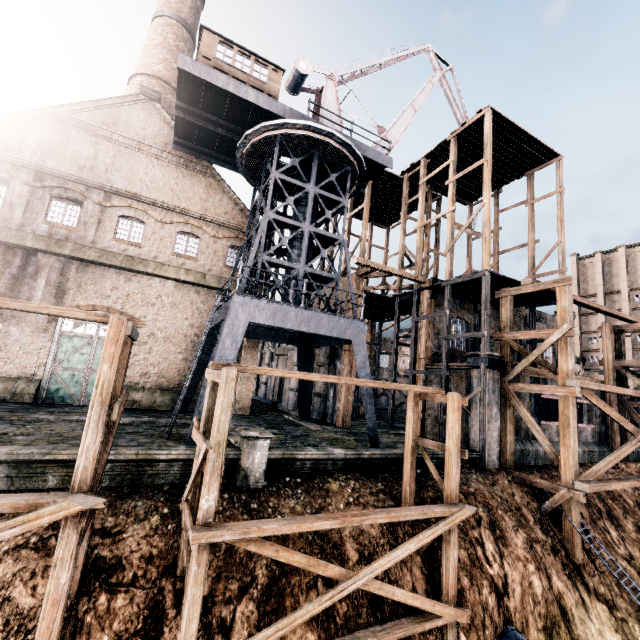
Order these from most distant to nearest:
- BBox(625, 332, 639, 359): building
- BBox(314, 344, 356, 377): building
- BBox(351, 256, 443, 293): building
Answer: BBox(625, 332, 639, 359): building → BBox(314, 344, 356, 377): building → BBox(351, 256, 443, 293): building

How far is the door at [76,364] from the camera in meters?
19.7 m

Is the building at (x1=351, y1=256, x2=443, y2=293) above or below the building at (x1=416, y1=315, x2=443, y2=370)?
above

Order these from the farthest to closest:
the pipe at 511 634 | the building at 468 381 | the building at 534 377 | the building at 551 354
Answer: the building at 551 354 < the building at 534 377 < the building at 468 381 < the pipe at 511 634

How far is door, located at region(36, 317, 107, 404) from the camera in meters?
19.7 m

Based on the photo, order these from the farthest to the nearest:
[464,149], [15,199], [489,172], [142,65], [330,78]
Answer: [142,65], [464,149], [330,78], [489,172], [15,199]

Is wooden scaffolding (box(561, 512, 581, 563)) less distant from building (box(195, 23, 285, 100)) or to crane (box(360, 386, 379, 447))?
crane (box(360, 386, 379, 447))

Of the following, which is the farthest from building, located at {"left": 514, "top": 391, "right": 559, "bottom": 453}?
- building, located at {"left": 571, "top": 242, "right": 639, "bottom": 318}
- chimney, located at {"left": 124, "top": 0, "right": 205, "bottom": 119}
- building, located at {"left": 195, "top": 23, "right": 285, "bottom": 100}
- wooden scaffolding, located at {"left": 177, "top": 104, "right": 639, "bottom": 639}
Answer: building, located at {"left": 571, "top": 242, "right": 639, "bottom": 318}
